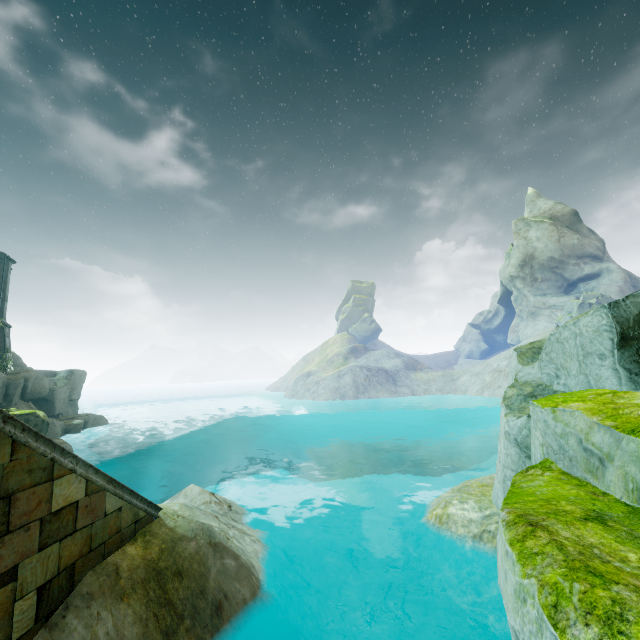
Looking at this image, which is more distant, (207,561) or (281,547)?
(281,547)

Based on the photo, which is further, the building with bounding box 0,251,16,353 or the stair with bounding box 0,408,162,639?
the building with bounding box 0,251,16,353

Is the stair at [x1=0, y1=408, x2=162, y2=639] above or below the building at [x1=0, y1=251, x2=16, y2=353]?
below

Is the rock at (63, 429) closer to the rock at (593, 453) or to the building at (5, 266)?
the building at (5, 266)

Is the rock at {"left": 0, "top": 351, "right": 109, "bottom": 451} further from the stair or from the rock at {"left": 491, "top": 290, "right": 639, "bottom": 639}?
the rock at {"left": 491, "top": 290, "right": 639, "bottom": 639}

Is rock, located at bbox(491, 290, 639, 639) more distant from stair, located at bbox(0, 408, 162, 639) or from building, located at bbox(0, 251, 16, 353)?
building, located at bbox(0, 251, 16, 353)

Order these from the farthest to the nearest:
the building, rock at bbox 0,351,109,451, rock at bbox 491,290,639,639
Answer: the building < rock at bbox 0,351,109,451 < rock at bbox 491,290,639,639

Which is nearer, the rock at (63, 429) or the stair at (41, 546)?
the stair at (41, 546)
